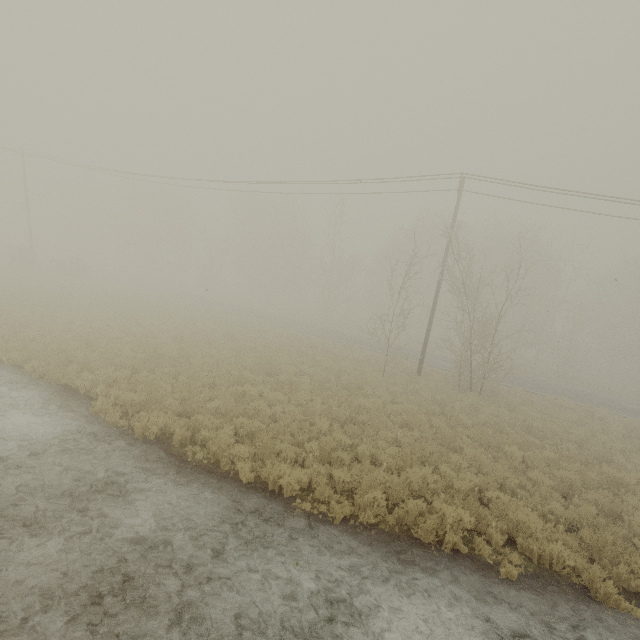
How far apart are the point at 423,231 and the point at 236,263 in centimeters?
3023cm

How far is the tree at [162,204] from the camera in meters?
51.5

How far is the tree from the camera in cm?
5147
